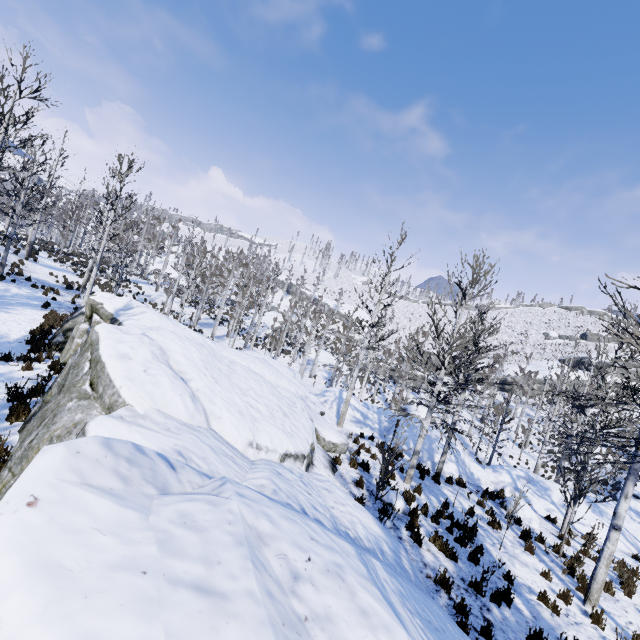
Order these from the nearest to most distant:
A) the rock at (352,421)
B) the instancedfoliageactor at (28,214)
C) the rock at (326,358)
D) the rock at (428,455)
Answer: the instancedfoliageactor at (28,214) → the rock at (428,455) → the rock at (352,421) → the rock at (326,358)

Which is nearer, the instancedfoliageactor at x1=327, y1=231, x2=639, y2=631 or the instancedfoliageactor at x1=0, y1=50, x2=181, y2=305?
the instancedfoliageactor at x1=327, y1=231, x2=639, y2=631

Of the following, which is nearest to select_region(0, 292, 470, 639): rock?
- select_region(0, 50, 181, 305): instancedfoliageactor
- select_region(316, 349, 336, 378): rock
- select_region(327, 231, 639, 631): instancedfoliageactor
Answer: select_region(327, 231, 639, 631): instancedfoliageactor

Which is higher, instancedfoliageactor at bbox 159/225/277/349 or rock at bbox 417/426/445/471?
instancedfoliageactor at bbox 159/225/277/349

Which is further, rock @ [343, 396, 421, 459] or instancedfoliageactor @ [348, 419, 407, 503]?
rock @ [343, 396, 421, 459]

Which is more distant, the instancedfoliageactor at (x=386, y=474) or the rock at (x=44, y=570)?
the instancedfoliageactor at (x=386, y=474)

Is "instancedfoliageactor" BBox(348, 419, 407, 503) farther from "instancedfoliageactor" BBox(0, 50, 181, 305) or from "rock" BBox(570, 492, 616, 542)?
"instancedfoliageactor" BBox(0, 50, 181, 305)

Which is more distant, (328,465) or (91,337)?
(328,465)
